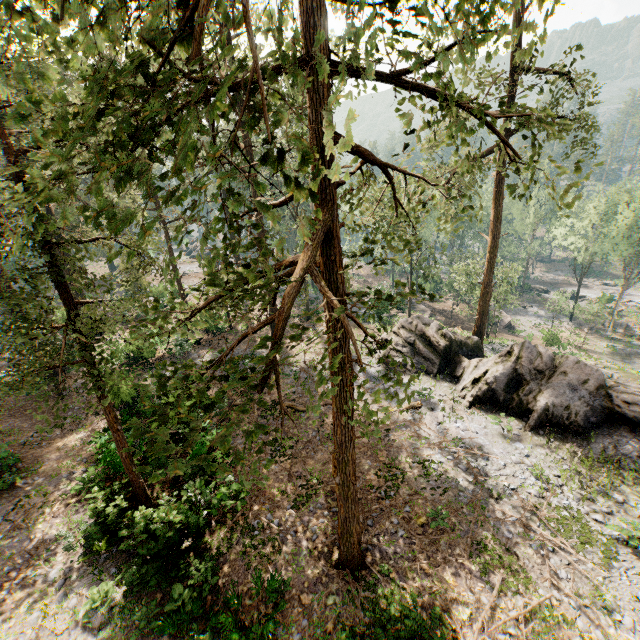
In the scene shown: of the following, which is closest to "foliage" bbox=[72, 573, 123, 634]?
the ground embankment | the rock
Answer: the rock

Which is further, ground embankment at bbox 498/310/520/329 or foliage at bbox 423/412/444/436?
ground embankment at bbox 498/310/520/329

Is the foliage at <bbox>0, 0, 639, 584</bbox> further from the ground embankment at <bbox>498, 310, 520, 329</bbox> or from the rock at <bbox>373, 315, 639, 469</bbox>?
the ground embankment at <bbox>498, 310, 520, 329</bbox>

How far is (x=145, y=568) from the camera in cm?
1130

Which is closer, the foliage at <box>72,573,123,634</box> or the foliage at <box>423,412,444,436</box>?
the foliage at <box>72,573,123,634</box>

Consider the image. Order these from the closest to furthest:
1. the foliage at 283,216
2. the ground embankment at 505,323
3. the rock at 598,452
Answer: the foliage at 283,216 → the rock at 598,452 → the ground embankment at 505,323

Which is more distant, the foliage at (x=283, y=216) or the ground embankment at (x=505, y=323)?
the ground embankment at (x=505, y=323)
